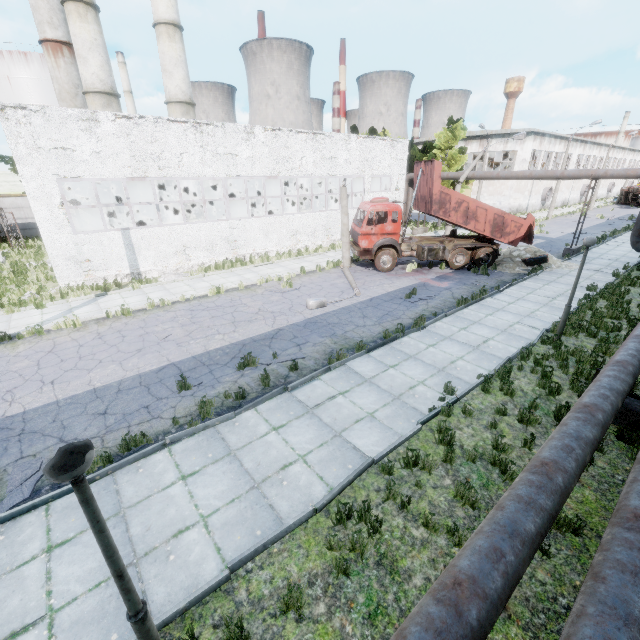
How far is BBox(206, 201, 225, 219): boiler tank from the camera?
29.0m

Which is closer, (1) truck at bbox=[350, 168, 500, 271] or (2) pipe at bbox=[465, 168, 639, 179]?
(1) truck at bbox=[350, 168, 500, 271]

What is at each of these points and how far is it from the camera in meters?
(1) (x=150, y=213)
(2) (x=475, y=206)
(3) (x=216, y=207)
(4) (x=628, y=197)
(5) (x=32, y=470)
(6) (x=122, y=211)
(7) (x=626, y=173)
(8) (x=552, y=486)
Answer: (1) boiler tank, 22.9
(2) truck dump body, 17.2
(3) boiler tank, 30.0
(4) truck, 55.4
(5) asphalt debris, 6.1
(6) boiler tank, 25.9
(7) pipe, 18.5
(8) pipe, 4.4

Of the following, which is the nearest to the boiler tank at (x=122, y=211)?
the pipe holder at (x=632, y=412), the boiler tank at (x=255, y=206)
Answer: the boiler tank at (x=255, y=206)

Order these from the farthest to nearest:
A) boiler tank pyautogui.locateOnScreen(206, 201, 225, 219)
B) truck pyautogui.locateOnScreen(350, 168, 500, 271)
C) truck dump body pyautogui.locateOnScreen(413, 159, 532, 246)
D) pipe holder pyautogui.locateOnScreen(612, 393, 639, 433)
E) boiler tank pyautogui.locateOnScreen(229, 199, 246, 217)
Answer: boiler tank pyautogui.locateOnScreen(206, 201, 225, 219), boiler tank pyautogui.locateOnScreen(229, 199, 246, 217), truck pyautogui.locateOnScreen(350, 168, 500, 271), truck dump body pyautogui.locateOnScreen(413, 159, 532, 246), pipe holder pyautogui.locateOnScreen(612, 393, 639, 433)

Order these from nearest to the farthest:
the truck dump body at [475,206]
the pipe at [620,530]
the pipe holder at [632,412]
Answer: the pipe at [620,530] → the pipe holder at [632,412] → the truck dump body at [475,206]

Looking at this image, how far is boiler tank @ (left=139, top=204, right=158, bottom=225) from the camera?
22.6m
